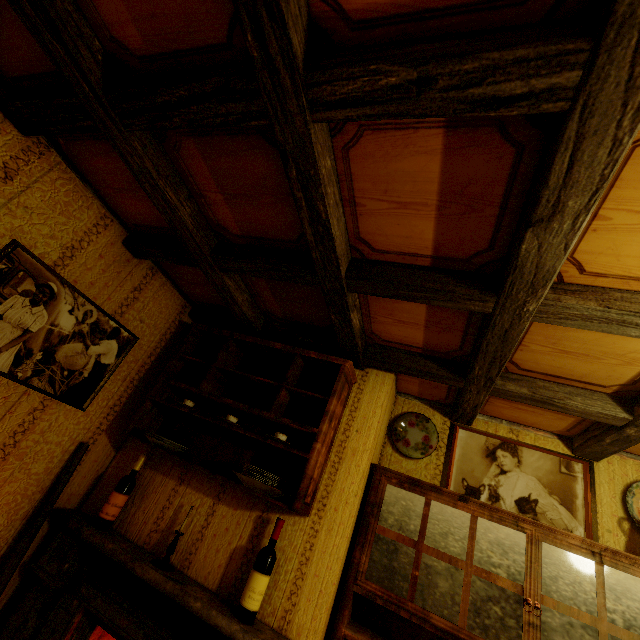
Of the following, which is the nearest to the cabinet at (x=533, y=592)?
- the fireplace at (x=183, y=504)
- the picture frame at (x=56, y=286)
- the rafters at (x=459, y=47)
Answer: the fireplace at (x=183, y=504)

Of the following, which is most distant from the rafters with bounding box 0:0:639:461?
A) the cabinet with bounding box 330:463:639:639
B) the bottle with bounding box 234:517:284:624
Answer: the bottle with bounding box 234:517:284:624

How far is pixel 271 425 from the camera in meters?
2.3

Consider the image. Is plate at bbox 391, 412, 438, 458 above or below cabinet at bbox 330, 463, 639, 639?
above

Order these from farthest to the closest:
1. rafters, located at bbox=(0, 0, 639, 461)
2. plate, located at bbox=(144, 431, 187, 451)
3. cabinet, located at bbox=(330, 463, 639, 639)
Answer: plate, located at bbox=(144, 431, 187, 451) → cabinet, located at bbox=(330, 463, 639, 639) → rafters, located at bbox=(0, 0, 639, 461)

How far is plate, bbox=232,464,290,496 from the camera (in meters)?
1.83

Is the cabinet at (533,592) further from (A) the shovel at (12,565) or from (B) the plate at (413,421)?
(A) the shovel at (12,565)

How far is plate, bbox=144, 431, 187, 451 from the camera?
2.1 meters
